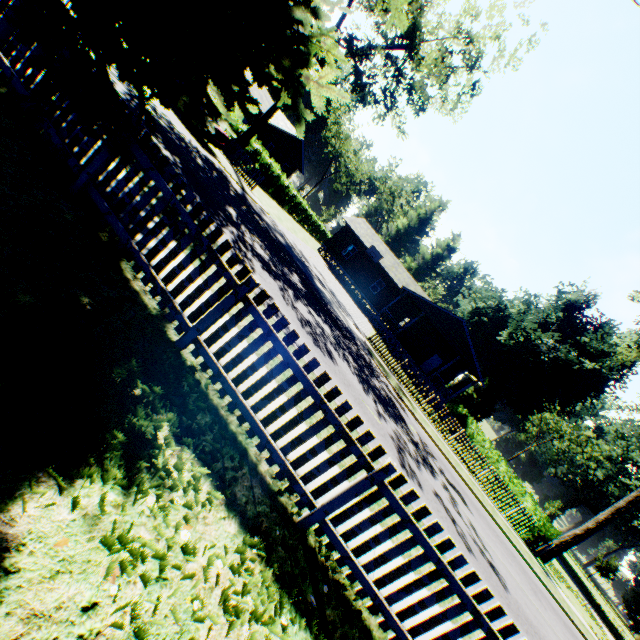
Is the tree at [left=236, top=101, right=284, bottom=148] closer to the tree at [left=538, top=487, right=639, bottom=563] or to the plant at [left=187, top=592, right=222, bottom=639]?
the plant at [left=187, top=592, right=222, bottom=639]

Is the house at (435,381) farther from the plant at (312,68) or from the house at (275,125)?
the plant at (312,68)

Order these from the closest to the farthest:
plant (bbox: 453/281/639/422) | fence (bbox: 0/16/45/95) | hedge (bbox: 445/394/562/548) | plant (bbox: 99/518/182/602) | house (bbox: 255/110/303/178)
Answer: plant (bbox: 99/518/182/602) < fence (bbox: 0/16/45/95) < hedge (bbox: 445/394/562/548) < house (bbox: 255/110/303/178) < plant (bbox: 453/281/639/422)

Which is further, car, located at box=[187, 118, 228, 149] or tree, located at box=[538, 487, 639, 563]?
tree, located at box=[538, 487, 639, 563]

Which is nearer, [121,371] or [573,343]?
[121,371]

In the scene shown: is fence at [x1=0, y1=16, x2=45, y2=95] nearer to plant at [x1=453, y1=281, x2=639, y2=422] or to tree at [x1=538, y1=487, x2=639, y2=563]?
plant at [x1=453, y1=281, x2=639, y2=422]

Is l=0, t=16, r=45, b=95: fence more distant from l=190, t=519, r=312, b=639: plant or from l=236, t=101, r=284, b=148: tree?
l=236, t=101, r=284, b=148: tree

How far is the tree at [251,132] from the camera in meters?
22.2 m
